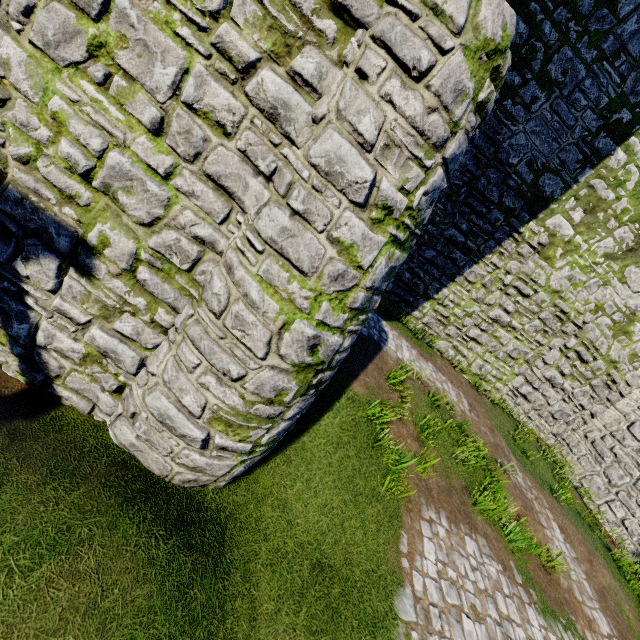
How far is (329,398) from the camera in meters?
6.2
